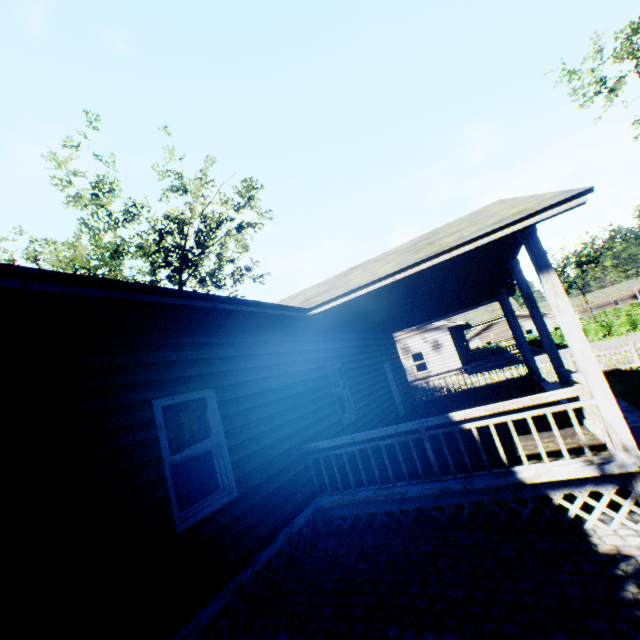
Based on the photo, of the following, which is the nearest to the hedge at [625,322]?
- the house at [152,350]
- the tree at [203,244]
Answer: the house at [152,350]

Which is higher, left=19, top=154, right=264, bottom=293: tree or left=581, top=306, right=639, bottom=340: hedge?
left=19, top=154, right=264, bottom=293: tree

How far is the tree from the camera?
20.8 meters

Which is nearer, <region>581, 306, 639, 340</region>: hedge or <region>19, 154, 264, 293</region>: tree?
<region>19, 154, 264, 293</region>: tree

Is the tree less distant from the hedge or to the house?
the house

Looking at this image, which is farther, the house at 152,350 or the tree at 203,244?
the tree at 203,244

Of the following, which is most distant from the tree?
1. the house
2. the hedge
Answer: the hedge

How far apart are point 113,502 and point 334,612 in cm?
296
